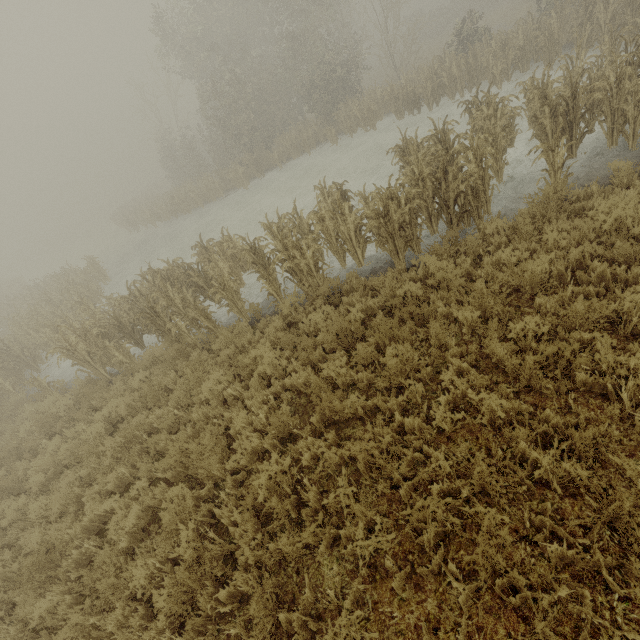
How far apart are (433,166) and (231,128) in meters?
20.3
